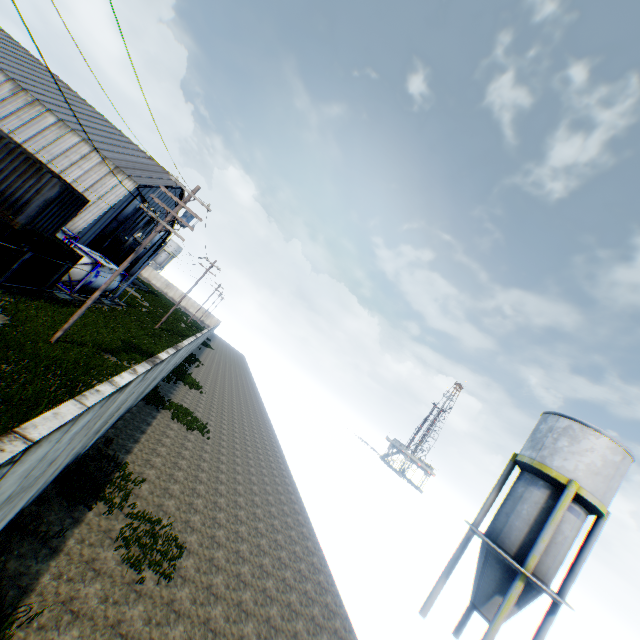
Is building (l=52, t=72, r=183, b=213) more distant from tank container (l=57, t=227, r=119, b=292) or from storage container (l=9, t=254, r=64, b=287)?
storage container (l=9, t=254, r=64, b=287)

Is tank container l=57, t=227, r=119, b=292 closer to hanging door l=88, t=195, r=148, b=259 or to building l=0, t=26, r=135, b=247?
building l=0, t=26, r=135, b=247

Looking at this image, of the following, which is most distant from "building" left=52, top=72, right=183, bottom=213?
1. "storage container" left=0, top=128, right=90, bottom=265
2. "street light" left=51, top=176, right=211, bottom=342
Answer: "storage container" left=0, top=128, right=90, bottom=265

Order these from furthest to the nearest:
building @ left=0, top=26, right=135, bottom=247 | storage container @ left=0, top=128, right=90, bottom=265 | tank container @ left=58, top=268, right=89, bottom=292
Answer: building @ left=0, top=26, right=135, bottom=247, tank container @ left=58, top=268, right=89, bottom=292, storage container @ left=0, top=128, right=90, bottom=265

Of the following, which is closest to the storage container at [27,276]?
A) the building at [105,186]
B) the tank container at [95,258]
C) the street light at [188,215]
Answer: the tank container at [95,258]

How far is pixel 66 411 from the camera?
3.79m

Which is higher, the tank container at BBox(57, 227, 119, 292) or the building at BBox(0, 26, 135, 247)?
the building at BBox(0, 26, 135, 247)

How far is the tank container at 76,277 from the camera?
23.4 meters
